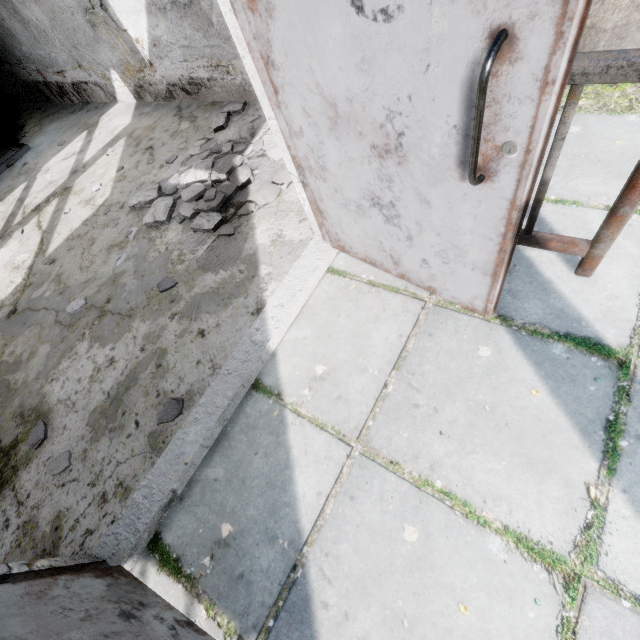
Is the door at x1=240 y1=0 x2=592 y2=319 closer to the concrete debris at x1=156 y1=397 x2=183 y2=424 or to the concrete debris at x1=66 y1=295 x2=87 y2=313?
the concrete debris at x1=156 y1=397 x2=183 y2=424

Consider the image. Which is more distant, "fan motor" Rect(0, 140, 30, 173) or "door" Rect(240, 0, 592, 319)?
"fan motor" Rect(0, 140, 30, 173)

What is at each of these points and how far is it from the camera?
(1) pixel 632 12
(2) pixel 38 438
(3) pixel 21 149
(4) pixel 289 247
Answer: (1) pipe holder, 2.5 meters
(2) concrete debris, 2.2 meters
(3) fan motor, 5.7 meters
(4) concrete debris, 2.5 meters

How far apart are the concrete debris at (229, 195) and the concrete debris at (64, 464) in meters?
1.6 m

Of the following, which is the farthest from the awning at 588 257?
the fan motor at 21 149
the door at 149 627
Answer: the fan motor at 21 149

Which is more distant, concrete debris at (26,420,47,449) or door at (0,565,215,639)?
Answer: concrete debris at (26,420,47,449)

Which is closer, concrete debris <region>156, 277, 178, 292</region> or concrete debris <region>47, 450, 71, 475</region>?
concrete debris <region>47, 450, 71, 475</region>

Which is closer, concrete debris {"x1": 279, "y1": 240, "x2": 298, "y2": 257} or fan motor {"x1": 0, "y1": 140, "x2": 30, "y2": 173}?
concrete debris {"x1": 279, "y1": 240, "x2": 298, "y2": 257}
